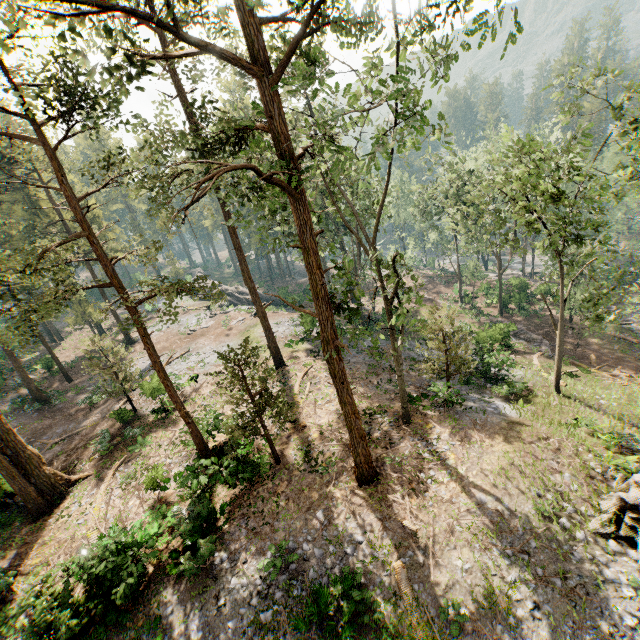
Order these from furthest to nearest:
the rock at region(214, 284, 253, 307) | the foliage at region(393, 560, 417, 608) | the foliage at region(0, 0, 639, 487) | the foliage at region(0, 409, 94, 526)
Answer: the rock at region(214, 284, 253, 307) → the foliage at region(0, 409, 94, 526) → the foliage at region(393, 560, 417, 608) → the foliage at region(0, 0, 639, 487)

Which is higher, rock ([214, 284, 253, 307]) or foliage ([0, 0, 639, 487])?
foliage ([0, 0, 639, 487])

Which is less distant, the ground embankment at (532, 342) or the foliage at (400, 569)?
the foliage at (400, 569)

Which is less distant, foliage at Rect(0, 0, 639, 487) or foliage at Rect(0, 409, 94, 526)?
foliage at Rect(0, 0, 639, 487)

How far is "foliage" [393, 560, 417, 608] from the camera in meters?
11.0 m

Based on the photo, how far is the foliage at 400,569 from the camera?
11.0 meters

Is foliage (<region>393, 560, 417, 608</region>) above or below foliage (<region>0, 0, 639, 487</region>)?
below

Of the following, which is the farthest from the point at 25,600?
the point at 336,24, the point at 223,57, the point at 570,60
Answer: the point at 570,60
